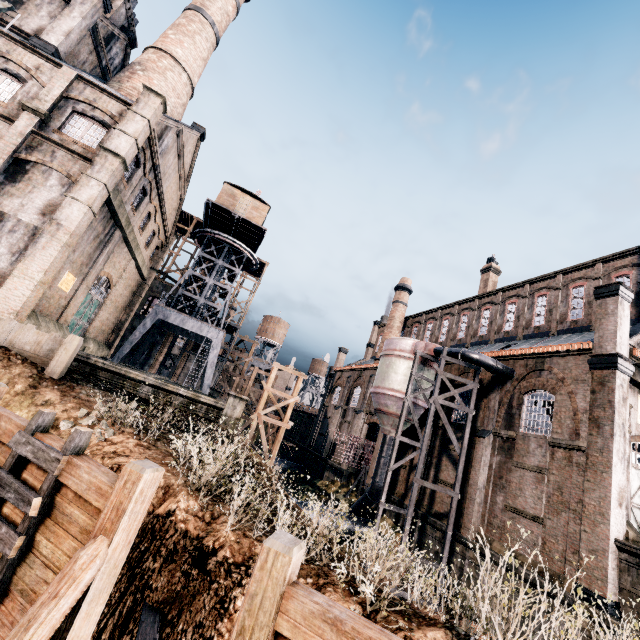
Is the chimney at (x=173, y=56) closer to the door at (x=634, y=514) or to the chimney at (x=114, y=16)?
the chimney at (x=114, y=16)

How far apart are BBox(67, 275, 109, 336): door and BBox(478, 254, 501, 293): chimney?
36.72m

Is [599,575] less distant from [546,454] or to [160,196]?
[546,454]

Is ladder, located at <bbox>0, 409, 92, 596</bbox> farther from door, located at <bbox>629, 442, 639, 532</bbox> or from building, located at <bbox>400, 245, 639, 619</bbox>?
door, located at <bbox>629, 442, 639, 532</bbox>

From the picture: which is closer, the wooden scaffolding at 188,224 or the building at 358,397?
the building at 358,397

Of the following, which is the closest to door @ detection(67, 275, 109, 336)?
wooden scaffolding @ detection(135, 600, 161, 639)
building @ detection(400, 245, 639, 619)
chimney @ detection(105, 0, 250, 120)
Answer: chimney @ detection(105, 0, 250, 120)

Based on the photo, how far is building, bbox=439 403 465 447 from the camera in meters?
24.2

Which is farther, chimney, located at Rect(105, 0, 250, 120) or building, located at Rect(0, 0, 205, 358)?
chimney, located at Rect(105, 0, 250, 120)
